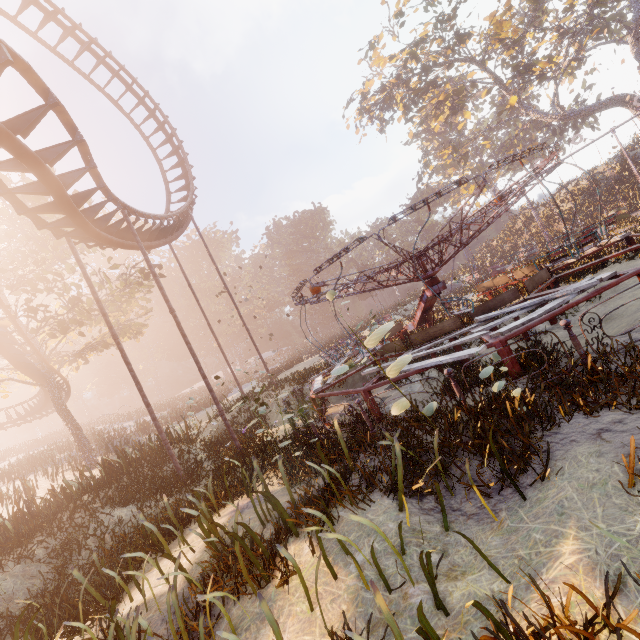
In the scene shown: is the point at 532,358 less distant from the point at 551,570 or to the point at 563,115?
the point at 551,570

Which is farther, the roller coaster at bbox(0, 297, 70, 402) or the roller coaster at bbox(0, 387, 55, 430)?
the roller coaster at bbox(0, 387, 55, 430)

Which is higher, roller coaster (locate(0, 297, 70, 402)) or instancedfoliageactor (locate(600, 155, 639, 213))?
roller coaster (locate(0, 297, 70, 402))

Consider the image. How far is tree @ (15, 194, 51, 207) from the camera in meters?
17.8

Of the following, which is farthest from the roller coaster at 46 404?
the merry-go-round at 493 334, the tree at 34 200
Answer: the merry-go-round at 493 334

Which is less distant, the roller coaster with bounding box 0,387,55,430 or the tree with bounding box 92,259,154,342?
the tree with bounding box 92,259,154,342

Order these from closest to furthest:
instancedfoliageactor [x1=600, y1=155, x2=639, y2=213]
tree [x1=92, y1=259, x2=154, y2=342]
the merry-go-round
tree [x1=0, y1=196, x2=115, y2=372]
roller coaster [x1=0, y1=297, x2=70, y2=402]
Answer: the merry-go-round < roller coaster [x1=0, y1=297, x2=70, y2=402] < tree [x1=0, y1=196, x2=115, y2=372] < tree [x1=92, y1=259, x2=154, y2=342] < instancedfoliageactor [x1=600, y1=155, x2=639, y2=213]

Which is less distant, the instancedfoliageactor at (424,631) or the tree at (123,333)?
the instancedfoliageactor at (424,631)
